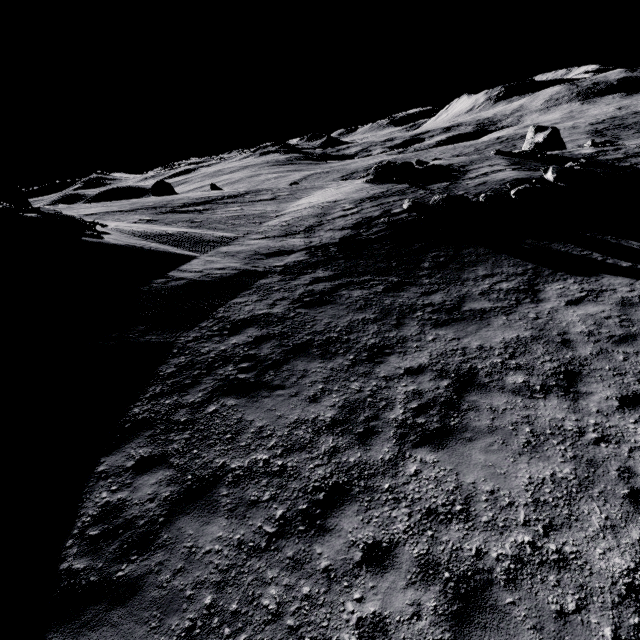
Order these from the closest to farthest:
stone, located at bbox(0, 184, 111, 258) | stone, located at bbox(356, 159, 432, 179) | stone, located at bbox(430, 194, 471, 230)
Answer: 1. stone, located at bbox(0, 184, 111, 258)
2. stone, located at bbox(430, 194, 471, 230)
3. stone, located at bbox(356, 159, 432, 179)

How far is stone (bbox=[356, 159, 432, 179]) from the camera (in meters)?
22.72

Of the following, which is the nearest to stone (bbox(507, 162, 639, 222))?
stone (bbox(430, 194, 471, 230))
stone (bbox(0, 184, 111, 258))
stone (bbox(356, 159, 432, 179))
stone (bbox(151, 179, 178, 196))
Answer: stone (bbox(430, 194, 471, 230))

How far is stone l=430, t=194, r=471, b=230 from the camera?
14.75m

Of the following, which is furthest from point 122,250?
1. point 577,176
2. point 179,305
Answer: point 577,176

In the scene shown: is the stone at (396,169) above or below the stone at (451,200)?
above

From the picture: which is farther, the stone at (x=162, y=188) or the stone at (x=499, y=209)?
the stone at (x=162, y=188)

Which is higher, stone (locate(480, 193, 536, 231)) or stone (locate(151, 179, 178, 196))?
stone (locate(151, 179, 178, 196))
